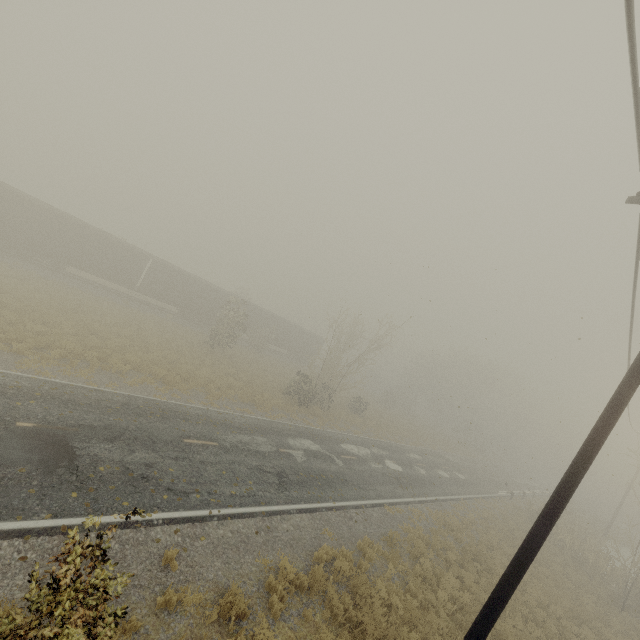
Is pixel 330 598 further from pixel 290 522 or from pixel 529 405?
pixel 529 405

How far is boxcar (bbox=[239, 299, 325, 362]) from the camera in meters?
40.3

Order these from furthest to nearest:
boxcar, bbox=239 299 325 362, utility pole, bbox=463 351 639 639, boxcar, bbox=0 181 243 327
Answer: boxcar, bbox=239 299 325 362 → boxcar, bbox=0 181 243 327 → utility pole, bbox=463 351 639 639

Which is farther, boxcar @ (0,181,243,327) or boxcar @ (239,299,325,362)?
boxcar @ (239,299,325,362)

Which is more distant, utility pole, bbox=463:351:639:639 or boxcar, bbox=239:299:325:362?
boxcar, bbox=239:299:325:362

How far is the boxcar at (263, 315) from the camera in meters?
40.3

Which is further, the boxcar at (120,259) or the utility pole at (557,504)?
the boxcar at (120,259)
